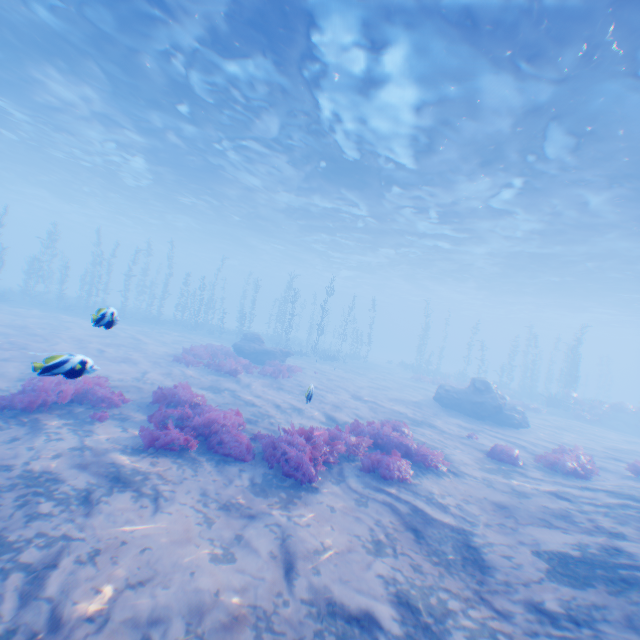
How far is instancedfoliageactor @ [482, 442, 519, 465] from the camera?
11.16m

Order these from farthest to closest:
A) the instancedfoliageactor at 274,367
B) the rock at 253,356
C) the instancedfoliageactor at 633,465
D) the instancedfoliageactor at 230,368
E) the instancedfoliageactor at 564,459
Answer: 1. the rock at 253,356
2. the instancedfoliageactor at 274,367
3. the instancedfoliageactor at 230,368
4. the instancedfoliageactor at 633,465
5. the instancedfoliageactor at 564,459

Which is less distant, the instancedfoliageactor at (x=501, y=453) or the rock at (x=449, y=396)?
the instancedfoliageactor at (x=501, y=453)

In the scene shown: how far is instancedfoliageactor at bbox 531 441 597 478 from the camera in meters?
10.8

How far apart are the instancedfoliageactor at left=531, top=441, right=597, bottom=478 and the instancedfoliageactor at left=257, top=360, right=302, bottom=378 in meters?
11.8 m

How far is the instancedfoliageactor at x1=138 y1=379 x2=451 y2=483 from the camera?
7.31m

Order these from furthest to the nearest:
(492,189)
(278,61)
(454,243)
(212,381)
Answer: (454,243) → (492,189) → (212,381) → (278,61)

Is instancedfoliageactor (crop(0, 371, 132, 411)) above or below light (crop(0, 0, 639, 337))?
below
